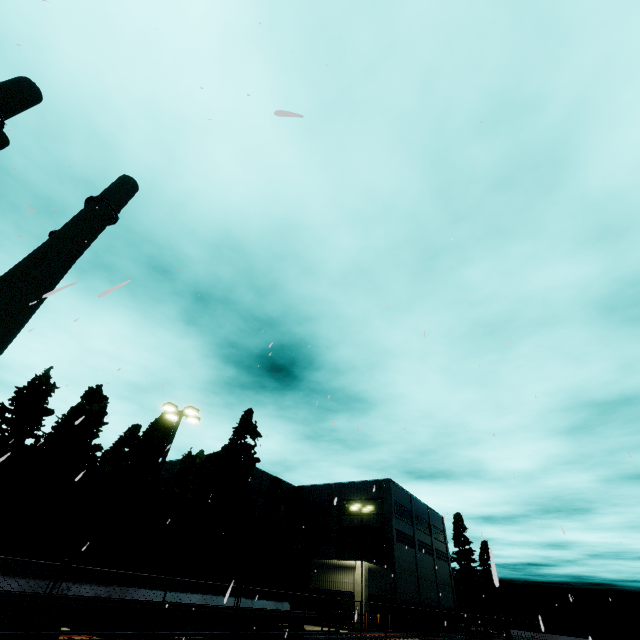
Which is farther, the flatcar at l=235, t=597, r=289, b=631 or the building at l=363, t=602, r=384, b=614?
the building at l=363, t=602, r=384, b=614

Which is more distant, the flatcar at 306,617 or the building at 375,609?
the building at 375,609

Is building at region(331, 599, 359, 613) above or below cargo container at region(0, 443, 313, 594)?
below

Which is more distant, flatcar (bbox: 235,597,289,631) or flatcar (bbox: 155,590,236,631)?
flatcar (bbox: 235,597,289,631)

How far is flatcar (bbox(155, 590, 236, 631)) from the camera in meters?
9.0 m

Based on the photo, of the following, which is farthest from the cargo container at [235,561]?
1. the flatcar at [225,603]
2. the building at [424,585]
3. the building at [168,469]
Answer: the building at [168,469]

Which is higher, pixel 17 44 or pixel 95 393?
pixel 95 393

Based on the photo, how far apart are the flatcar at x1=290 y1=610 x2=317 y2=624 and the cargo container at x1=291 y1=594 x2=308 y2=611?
0.0 meters
